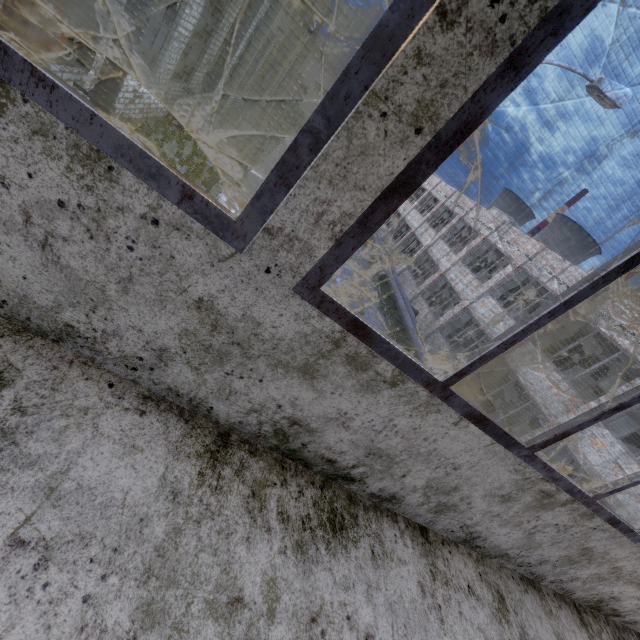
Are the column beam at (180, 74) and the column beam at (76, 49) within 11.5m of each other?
yes

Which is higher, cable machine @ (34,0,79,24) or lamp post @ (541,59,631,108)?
lamp post @ (541,59,631,108)

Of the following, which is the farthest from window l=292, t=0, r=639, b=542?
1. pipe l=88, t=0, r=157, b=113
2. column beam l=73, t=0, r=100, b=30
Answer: column beam l=73, t=0, r=100, b=30

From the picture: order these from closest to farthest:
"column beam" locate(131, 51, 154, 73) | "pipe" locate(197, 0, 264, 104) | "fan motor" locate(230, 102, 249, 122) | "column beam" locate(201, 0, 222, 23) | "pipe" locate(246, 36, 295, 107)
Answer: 1. "column beam" locate(131, 51, 154, 73)
2. "pipe" locate(197, 0, 264, 104)
3. "column beam" locate(201, 0, 222, 23)
4. "pipe" locate(246, 36, 295, 107)
5. "fan motor" locate(230, 102, 249, 122)

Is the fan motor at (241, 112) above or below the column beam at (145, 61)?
below

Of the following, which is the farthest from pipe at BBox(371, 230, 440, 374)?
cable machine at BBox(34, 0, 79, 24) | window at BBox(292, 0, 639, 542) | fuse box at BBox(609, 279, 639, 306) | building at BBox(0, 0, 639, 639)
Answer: cable machine at BBox(34, 0, 79, 24)

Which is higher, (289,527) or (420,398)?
(420,398)

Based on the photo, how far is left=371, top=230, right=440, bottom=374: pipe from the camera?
16.9 meters
